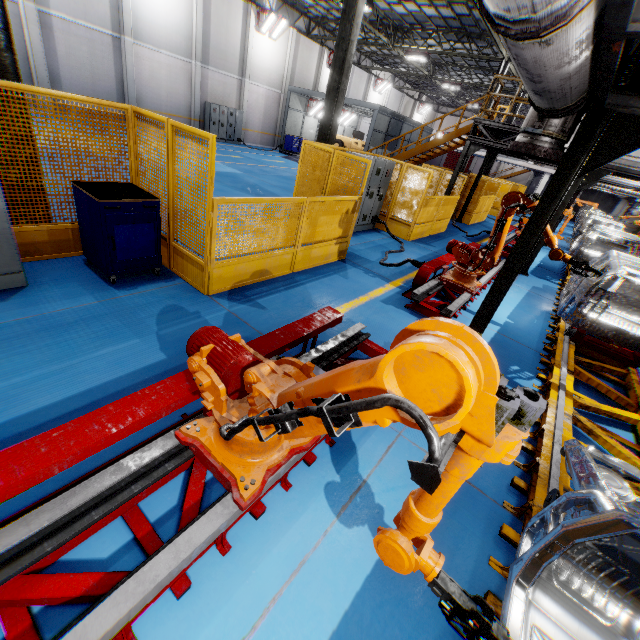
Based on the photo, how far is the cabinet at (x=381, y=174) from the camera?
9.4 meters

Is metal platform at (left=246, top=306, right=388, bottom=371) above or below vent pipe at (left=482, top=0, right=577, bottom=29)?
below

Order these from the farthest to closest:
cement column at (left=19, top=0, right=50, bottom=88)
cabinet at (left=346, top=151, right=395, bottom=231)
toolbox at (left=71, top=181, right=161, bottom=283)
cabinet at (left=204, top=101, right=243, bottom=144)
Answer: cabinet at (left=204, top=101, right=243, bottom=144)
cement column at (left=19, top=0, right=50, bottom=88)
cabinet at (left=346, top=151, right=395, bottom=231)
toolbox at (left=71, top=181, right=161, bottom=283)

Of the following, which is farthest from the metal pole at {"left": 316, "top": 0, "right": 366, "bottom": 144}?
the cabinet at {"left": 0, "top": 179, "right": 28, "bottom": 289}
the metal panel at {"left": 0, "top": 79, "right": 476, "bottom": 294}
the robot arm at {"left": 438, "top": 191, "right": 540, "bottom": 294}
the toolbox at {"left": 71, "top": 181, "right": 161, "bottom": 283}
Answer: the cabinet at {"left": 0, "top": 179, "right": 28, "bottom": 289}

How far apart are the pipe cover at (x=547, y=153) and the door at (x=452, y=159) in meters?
51.2 m

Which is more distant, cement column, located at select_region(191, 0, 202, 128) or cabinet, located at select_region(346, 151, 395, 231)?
cement column, located at select_region(191, 0, 202, 128)

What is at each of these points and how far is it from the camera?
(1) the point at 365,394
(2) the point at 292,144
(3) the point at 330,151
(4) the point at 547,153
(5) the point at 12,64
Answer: (1) robot arm, 1.2 meters
(2) toolbox, 25.2 meters
(3) metal panel, 7.4 meters
(4) pipe cover, 3.3 meters
(5) metal pole, 4.3 meters

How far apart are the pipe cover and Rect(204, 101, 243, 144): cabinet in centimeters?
2308cm
